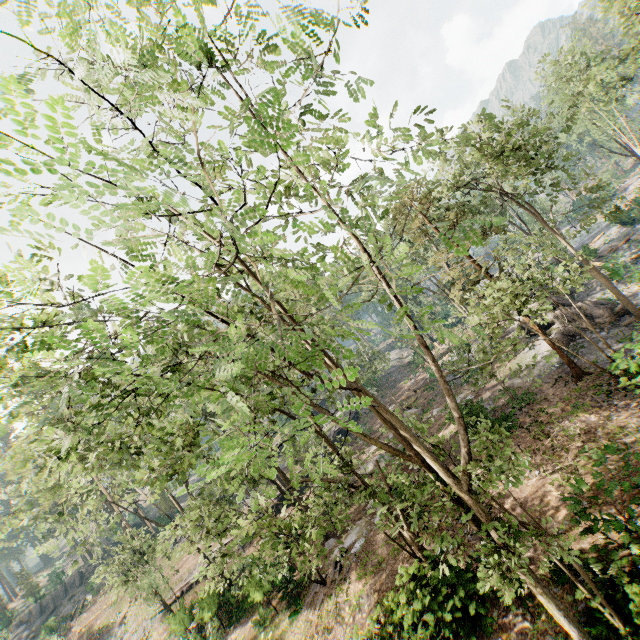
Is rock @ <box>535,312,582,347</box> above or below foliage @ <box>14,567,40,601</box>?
below

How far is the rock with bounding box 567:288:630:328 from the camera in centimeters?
2136cm

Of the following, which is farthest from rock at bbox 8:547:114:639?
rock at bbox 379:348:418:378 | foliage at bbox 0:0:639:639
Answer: rock at bbox 379:348:418:378

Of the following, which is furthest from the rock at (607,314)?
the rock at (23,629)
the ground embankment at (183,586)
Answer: the rock at (23,629)

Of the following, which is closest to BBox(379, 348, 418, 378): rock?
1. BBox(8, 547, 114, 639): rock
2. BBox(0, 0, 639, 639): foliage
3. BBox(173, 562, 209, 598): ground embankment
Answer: BBox(0, 0, 639, 639): foliage

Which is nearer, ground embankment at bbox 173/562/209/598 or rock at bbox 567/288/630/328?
rock at bbox 567/288/630/328

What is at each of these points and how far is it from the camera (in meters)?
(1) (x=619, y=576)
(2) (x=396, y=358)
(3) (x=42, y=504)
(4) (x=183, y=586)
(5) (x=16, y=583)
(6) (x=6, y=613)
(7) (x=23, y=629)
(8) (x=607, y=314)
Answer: (1) foliage, 8.02
(2) rock, 55.56
(3) foliage, 23.27
(4) ground embankment, 30.75
(5) foliage, 50.44
(6) foliage, 50.97
(7) rock, 43.91
(8) rock, 21.72

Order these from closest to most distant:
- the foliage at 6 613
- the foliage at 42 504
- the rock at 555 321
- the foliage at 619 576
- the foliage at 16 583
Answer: the foliage at 42 504 < the foliage at 619 576 < the rock at 555 321 < the foliage at 6 613 < the foliage at 16 583
